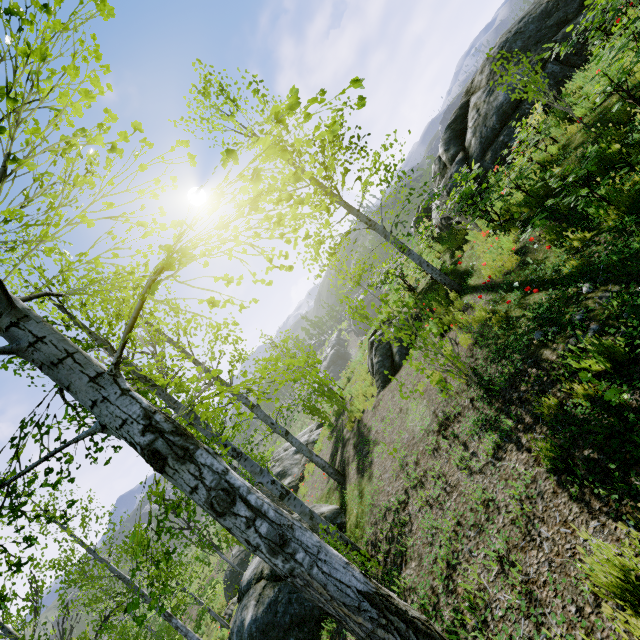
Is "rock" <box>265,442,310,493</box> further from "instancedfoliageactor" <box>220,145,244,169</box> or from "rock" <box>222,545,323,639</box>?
"rock" <box>222,545,323,639</box>

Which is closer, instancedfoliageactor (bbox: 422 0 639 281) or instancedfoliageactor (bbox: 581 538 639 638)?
instancedfoliageactor (bbox: 581 538 639 638)

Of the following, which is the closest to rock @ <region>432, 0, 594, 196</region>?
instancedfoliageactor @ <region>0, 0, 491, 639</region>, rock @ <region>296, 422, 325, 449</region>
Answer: instancedfoliageactor @ <region>0, 0, 491, 639</region>

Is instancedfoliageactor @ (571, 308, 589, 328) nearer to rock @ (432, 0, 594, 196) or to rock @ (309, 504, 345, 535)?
rock @ (309, 504, 345, 535)

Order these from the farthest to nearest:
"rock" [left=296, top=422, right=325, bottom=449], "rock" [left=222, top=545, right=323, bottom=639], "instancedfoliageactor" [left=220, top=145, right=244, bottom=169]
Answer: "rock" [left=296, top=422, right=325, bottom=449], "rock" [left=222, top=545, right=323, bottom=639], "instancedfoliageactor" [left=220, top=145, right=244, bottom=169]

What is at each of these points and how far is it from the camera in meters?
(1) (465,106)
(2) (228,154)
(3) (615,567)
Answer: (1) rock, 13.8
(2) instancedfoliageactor, 1.6
(3) instancedfoliageactor, 2.1

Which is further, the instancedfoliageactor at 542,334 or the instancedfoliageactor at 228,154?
the instancedfoliageactor at 542,334

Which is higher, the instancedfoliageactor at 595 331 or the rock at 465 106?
the rock at 465 106
